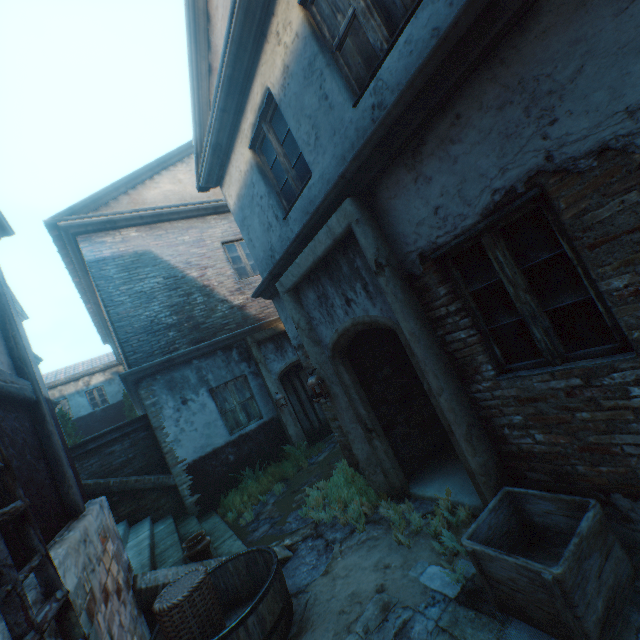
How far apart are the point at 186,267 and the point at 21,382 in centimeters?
654cm

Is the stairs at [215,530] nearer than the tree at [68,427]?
Yes

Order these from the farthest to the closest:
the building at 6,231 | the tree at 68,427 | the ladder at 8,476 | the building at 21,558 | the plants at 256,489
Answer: the tree at 68,427 < the plants at 256,489 < the building at 6,231 < the building at 21,558 < the ladder at 8,476

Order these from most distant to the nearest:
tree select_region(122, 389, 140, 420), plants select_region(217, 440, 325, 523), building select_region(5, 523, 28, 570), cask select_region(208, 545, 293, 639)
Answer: tree select_region(122, 389, 140, 420), plants select_region(217, 440, 325, 523), cask select_region(208, 545, 293, 639), building select_region(5, 523, 28, 570)

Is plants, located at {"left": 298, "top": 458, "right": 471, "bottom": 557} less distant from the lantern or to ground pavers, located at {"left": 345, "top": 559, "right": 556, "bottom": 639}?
ground pavers, located at {"left": 345, "top": 559, "right": 556, "bottom": 639}

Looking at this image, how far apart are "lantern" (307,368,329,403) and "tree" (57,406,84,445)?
17.8 meters

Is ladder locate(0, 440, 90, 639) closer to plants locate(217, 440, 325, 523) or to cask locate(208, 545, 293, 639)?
cask locate(208, 545, 293, 639)

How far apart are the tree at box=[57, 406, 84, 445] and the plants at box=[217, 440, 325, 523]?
13.4m
